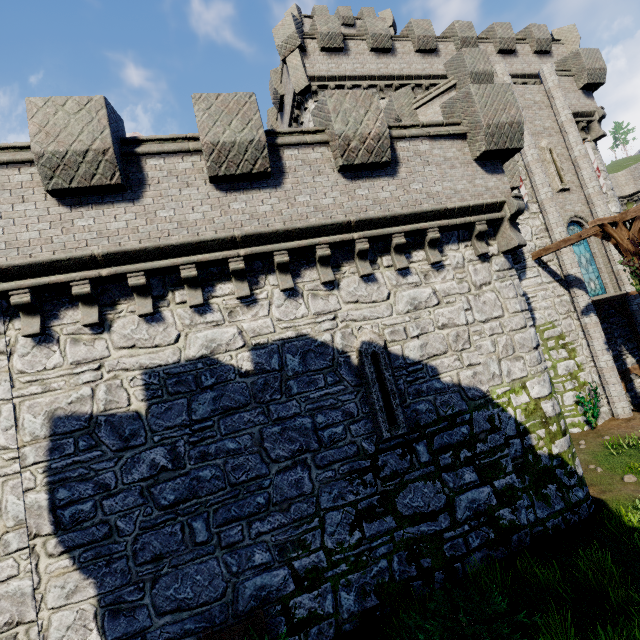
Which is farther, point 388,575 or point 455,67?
point 455,67

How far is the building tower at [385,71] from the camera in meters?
17.4 m

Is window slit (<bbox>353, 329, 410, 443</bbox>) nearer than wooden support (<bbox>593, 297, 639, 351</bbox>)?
Yes

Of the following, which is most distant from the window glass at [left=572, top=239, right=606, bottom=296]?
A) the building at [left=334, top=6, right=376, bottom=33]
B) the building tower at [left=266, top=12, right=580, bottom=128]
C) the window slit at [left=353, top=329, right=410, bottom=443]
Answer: the building at [left=334, top=6, right=376, bottom=33]

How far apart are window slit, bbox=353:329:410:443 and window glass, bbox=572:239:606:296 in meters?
12.9

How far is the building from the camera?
31.7m

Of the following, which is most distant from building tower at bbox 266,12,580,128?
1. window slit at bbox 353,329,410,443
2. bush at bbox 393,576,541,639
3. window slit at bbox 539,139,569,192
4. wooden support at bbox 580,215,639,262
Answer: bush at bbox 393,576,541,639

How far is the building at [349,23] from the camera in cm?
3173
